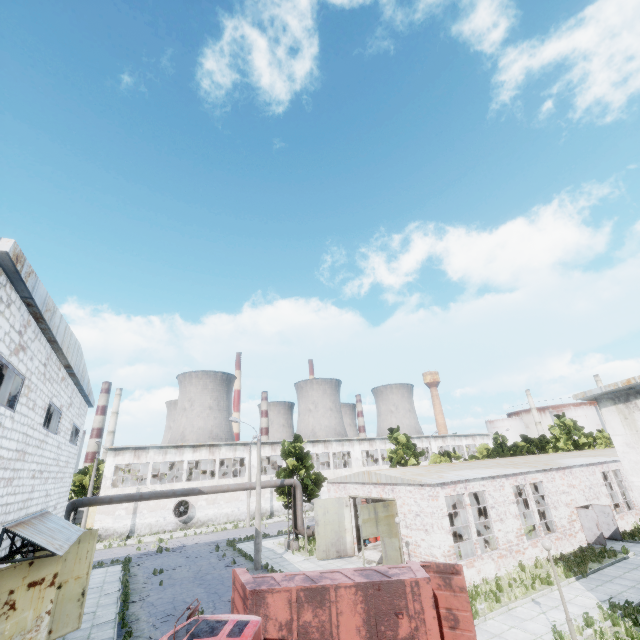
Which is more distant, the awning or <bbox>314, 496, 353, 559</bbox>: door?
<bbox>314, 496, 353, 559</bbox>: door

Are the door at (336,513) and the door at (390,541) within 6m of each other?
yes

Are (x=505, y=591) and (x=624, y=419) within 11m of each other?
Answer: no

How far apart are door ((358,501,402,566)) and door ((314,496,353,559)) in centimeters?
532cm

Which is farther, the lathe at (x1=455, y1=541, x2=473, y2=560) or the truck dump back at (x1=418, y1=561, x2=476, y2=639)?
the lathe at (x1=455, y1=541, x2=473, y2=560)

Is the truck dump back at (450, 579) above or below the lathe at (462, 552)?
above

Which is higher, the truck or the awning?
the awning

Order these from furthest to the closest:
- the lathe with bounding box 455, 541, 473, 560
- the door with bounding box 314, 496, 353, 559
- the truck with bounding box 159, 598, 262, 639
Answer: the door with bounding box 314, 496, 353, 559, the lathe with bounding box 455, 541, 473, 560, the truck with bounding box 159, 598, 262, 639
